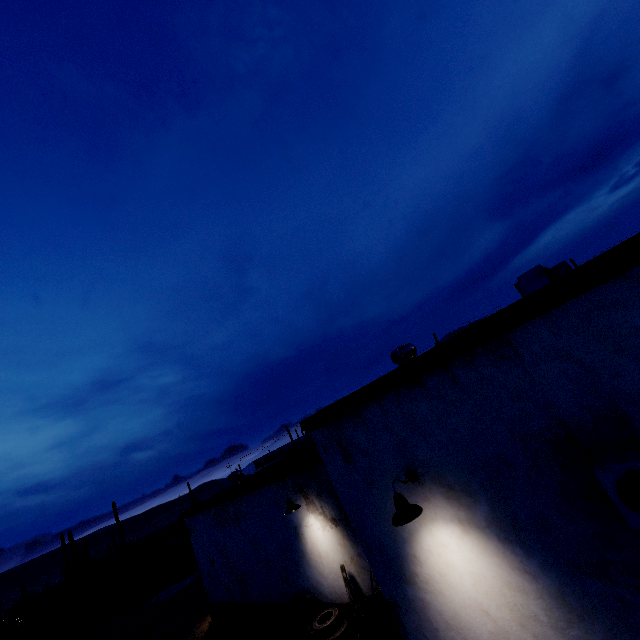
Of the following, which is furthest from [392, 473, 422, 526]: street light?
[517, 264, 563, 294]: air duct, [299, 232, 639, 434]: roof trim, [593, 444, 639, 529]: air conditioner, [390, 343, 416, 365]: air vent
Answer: [517, 264, 563, 294]: air duct

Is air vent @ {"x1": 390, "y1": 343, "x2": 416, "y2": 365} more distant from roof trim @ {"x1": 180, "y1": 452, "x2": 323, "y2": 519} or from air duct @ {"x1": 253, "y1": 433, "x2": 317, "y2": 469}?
air duct @ {"x1": 253, "y1": 433, "x2": 317, "y2": 469}

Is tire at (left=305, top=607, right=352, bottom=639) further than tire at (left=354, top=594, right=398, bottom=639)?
Yes

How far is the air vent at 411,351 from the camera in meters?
7.0

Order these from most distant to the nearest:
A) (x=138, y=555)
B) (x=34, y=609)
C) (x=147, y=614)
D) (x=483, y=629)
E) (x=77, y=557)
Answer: (x=34, y=609)
(x=138, y=555)
(x=77, y=557)
(x=147, y=614)
(x=483, y=629)

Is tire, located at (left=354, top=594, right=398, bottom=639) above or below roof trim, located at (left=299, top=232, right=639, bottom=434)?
below

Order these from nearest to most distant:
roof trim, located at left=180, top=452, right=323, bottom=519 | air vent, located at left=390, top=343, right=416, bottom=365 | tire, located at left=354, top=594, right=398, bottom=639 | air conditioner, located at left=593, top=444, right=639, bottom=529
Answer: air conditioner, located at left=593, top=444, right=639, bottom=529, tire, located at left=354, top=594, right=398, bottom=639, air vent, located at left=390, top=343, right=416, bottom=365, roof trim, located at left=180, top=452, right=323, bottom=519

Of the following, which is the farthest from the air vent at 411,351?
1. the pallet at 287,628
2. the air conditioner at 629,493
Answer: the pallet at 287,628
